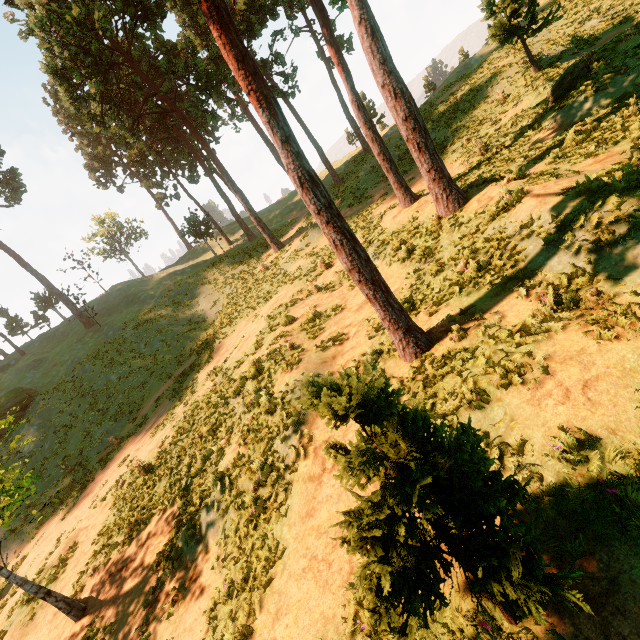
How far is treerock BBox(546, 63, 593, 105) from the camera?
12.7m

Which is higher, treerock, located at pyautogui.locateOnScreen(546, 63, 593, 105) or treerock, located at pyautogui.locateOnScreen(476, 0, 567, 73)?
treerock, located at pyautogui.locateOnScreen(476, 0, 567, 73)

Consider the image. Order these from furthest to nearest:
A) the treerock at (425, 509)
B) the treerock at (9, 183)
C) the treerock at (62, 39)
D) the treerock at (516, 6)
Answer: the treerock at (9, 183)
the treerock at (516, 6)
the treerock at (62, 39)
the treerock at (425, 509)

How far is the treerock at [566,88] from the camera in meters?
12.7

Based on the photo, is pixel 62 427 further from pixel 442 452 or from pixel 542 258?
pixel 542 258

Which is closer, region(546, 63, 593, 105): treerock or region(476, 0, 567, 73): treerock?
region(546, 63, 593, 105): treerock
